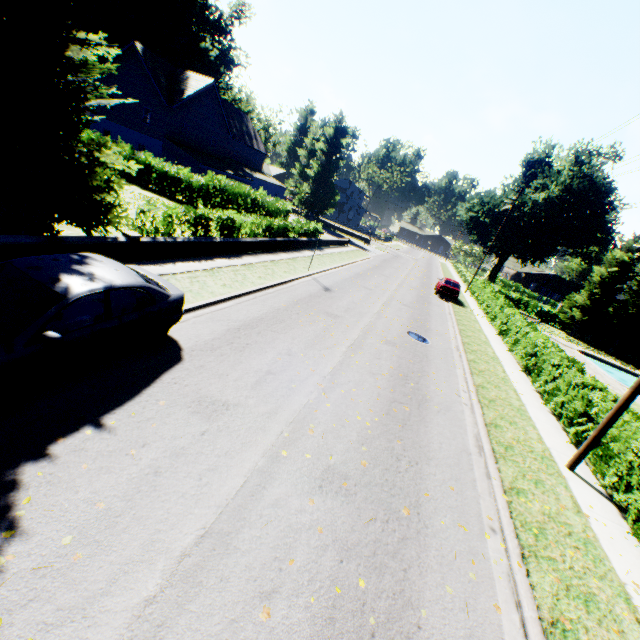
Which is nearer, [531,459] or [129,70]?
[531,459]

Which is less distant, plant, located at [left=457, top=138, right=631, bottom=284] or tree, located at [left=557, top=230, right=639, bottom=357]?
tree, located at [left=557, top=230, right=639, bottom=357]

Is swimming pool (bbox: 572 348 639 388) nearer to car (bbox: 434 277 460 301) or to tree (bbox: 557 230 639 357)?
tree (bbox: 557 230 639 357)

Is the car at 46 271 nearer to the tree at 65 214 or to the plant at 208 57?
the tree at 65 214

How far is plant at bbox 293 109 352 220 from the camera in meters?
47.4 m

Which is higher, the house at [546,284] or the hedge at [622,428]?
the house at [546,284]

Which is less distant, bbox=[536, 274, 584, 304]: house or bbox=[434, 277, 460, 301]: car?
bbox=[434, 277, 460, 301]: car

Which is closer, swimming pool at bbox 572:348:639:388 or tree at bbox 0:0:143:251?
tree at bbox 0:0:143:251
